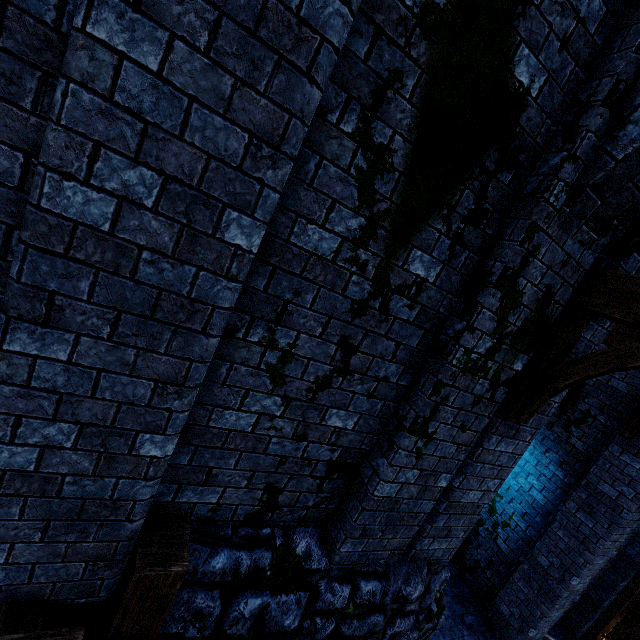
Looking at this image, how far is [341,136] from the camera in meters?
2.1 m

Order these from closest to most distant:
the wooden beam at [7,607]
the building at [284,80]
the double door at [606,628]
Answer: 1. the building at [284,80]
2. the wooden beam at [7,607]
3. the double door at [606,628]

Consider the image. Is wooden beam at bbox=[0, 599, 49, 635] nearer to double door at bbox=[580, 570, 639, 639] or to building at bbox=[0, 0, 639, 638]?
building at bbox=[0, 0, 639, 638]

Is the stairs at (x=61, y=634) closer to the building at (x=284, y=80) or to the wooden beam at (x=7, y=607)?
the wooden beam at (x=7, y=607)

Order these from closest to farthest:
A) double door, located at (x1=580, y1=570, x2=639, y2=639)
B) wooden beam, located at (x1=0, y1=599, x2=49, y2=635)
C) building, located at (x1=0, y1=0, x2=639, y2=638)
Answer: building, located at (x1=0, y1=0, x2=639, y2=638) → wooden beam, located at (x1=0, y1=599, x2=49, y2=635) → double door, located at (x1=580, y1=570, x2=639, y2=639)

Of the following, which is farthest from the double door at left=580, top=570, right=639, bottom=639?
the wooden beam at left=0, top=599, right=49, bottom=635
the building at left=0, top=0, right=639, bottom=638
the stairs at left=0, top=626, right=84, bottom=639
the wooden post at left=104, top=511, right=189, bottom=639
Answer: the wooden beam at left=0, top=599, right=49, bottom=635

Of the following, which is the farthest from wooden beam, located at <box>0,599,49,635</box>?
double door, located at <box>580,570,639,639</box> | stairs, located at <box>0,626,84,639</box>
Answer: double door, located at <box>580,570,639,639</box>

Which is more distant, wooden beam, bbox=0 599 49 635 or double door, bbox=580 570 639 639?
double door, bbox=580 570 639 639
